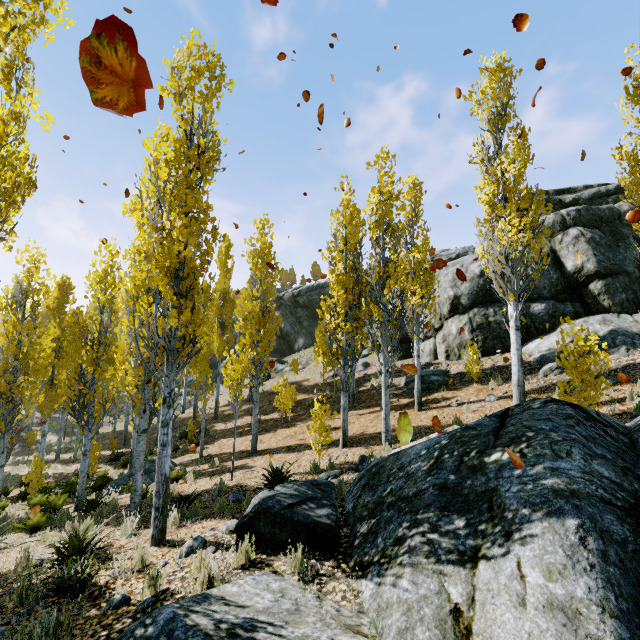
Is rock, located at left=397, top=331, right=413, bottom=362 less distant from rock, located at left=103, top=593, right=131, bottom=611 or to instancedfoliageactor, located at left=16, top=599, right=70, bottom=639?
instancedfoliageactor, located at left=16, top=599, right=70, bottom=639

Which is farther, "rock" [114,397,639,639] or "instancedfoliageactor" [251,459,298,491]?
"instancedfoliageactor" [251,459,298,491]

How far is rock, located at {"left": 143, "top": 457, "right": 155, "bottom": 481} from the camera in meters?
13.3

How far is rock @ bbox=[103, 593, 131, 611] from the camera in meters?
4.2

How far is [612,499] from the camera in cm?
311

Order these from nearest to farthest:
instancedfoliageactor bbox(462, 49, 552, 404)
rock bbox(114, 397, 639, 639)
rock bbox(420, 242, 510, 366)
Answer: rock bbox(114, 397, 639, 639) < instancedfoliageactor bbox(462, 49, 552, 404) < rock bbox(420, 242, 510, 366)

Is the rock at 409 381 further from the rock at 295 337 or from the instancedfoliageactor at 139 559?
the rock at 295 337

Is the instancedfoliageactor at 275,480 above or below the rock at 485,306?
below
